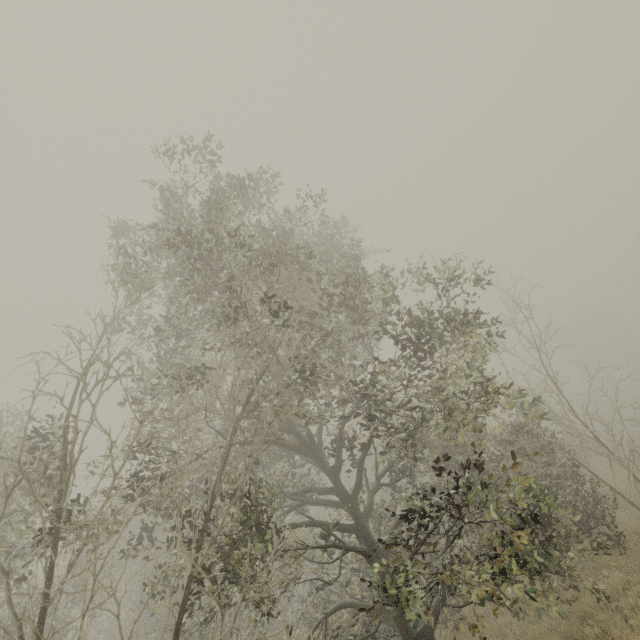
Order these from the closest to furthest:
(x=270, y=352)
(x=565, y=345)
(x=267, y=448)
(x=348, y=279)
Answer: (x=267, y=448)
(x=270, y=352)
(x=348, y=279)
(x=565, y=345)
